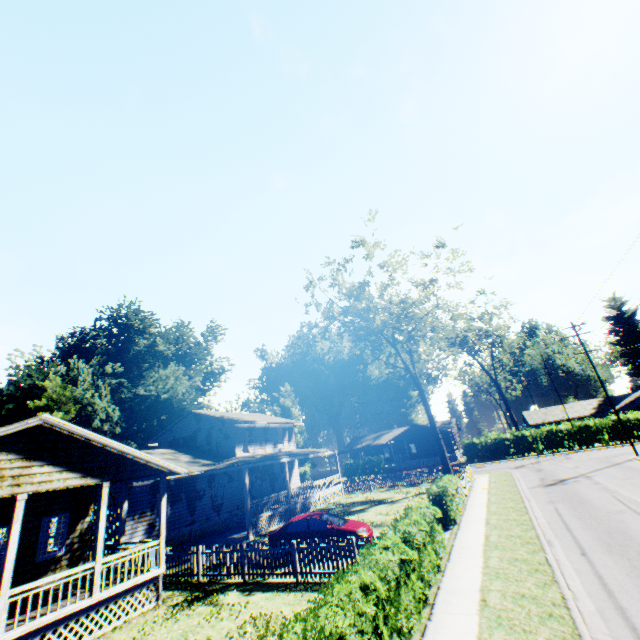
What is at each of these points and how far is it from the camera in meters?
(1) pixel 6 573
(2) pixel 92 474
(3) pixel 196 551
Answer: (1) pillar, 8.9
(2) flat, 11.5
(3) fence, 14.4

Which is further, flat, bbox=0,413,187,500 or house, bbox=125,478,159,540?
house, bbox=125,478,159,540

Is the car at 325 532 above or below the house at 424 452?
below

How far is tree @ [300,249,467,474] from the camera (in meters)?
27.92

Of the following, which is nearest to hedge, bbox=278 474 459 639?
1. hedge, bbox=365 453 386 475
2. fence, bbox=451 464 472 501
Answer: fence, bbox=451 464 472 501

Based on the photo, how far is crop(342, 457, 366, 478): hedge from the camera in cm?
4982

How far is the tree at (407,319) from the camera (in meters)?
27.92
